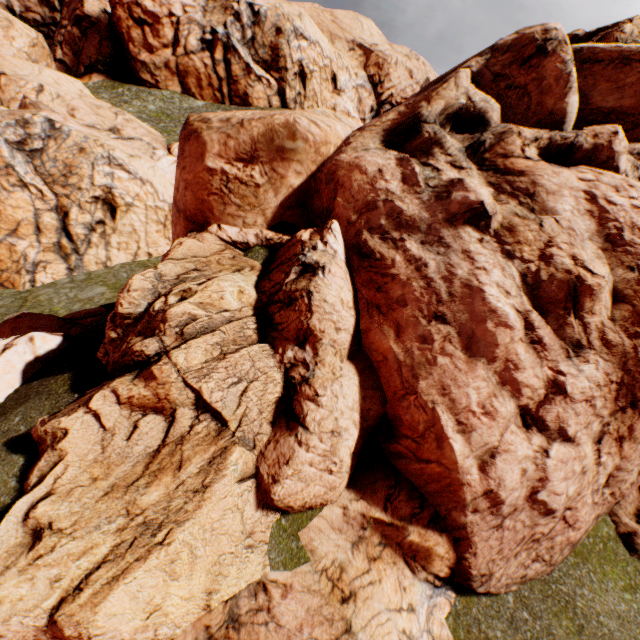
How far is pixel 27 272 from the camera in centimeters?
1638cm

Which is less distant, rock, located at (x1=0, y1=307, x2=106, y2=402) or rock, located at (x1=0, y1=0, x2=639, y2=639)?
rock, located at (x1=0, y1=0, x2=639, y2=639)

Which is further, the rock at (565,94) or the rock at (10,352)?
the rock at (10,352)
